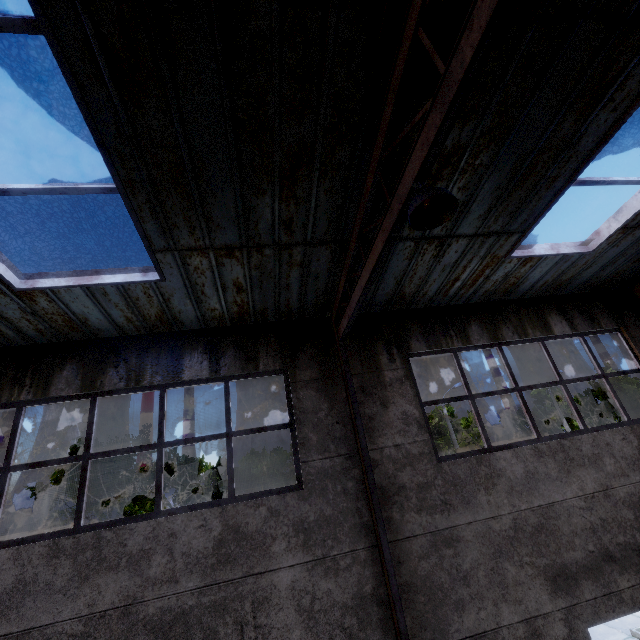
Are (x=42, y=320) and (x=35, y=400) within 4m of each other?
yes

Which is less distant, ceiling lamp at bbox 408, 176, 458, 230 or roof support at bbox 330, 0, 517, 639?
roof support at bbox 330, 0, 517, 639

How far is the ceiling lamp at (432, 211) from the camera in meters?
2.6 m

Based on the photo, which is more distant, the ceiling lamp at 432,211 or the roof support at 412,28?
the ceiling lamp at 432,211

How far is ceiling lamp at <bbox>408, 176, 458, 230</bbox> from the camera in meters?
2.6 m

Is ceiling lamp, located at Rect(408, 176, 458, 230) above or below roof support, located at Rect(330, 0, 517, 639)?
below
